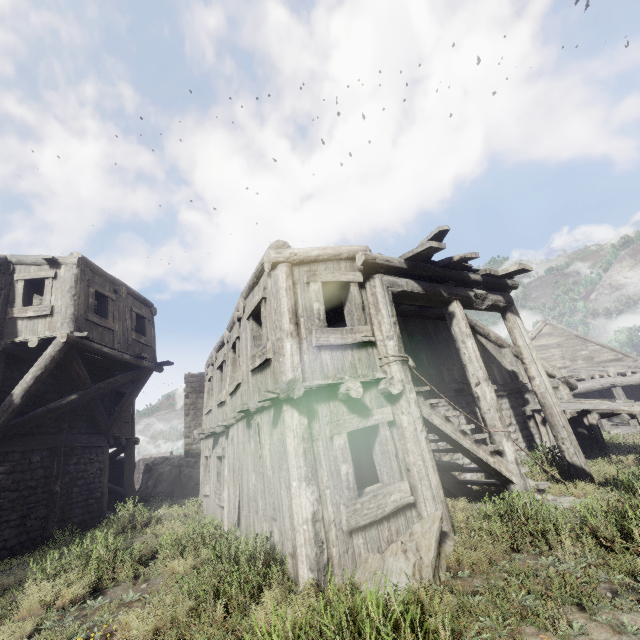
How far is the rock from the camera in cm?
1677

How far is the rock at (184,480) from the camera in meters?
16.8

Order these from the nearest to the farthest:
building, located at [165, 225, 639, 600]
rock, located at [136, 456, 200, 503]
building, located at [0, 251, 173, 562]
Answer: building, located at [165, 225, 639, 600] → building, located at [0, 251, 173, 562] → rock, located at [136, 456, 200, 503]

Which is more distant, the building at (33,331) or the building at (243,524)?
the building at (33,331)

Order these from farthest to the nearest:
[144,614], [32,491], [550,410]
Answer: [32,491] → [550,410] → [144,614]

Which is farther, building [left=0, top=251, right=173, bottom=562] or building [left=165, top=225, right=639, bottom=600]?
building [left=0, top=251, right=173, bottom=562]

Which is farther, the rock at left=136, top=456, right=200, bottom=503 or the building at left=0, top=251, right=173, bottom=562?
the rock at left=136, top=456, right=200, bottom=503
